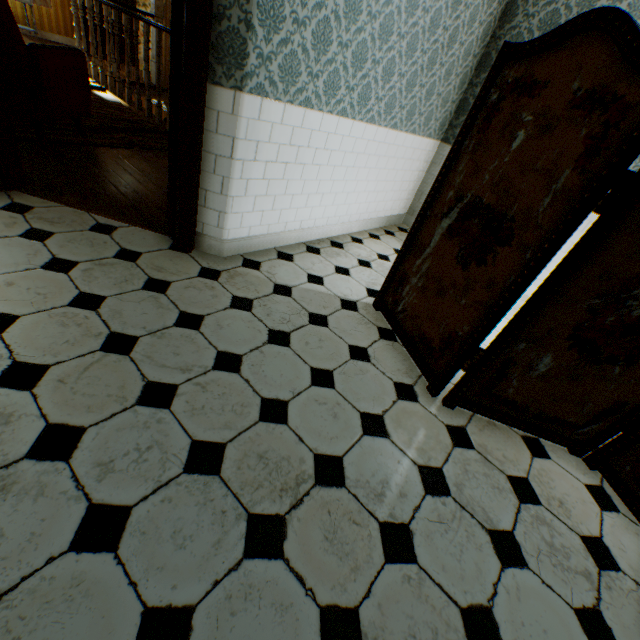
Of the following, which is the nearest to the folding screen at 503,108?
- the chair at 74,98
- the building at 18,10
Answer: the building at 18,10

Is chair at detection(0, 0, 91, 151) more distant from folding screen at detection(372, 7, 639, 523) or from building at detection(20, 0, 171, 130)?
folding screen at detection(372, 7, 639, 523)

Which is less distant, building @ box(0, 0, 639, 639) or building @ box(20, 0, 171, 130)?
building @ box(0, 0, 639, 639)

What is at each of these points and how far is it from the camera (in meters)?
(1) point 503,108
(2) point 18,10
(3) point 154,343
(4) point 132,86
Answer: (1) folding screen, 1.78
(2) building, 7.32
(3) building, 1.82
(4) building, 7.21

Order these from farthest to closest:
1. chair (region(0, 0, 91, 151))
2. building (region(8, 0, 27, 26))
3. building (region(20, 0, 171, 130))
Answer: building (region(8, 0, 27, 26)), building (region(20, 0, 171, 130)), chair (region(0, 0, 91, 151))

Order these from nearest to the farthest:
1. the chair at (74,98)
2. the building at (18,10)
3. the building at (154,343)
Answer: the building at (154,343) → the chair at (74,98) → the building at (18,10)
